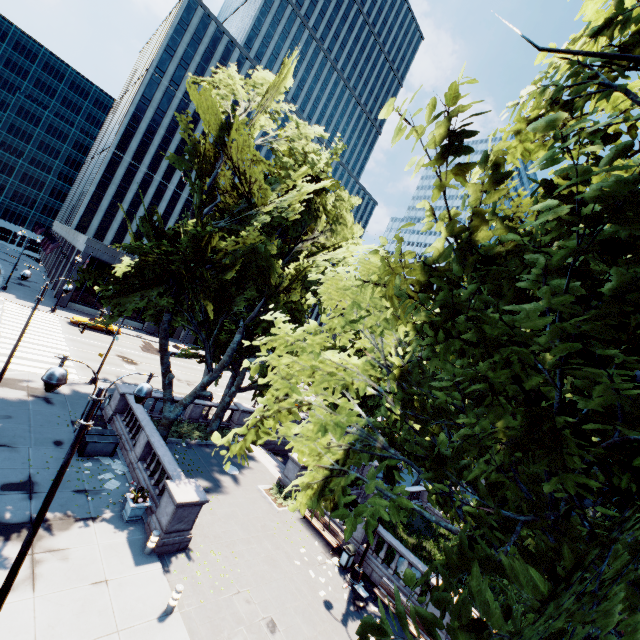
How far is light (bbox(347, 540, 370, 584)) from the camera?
15.75m

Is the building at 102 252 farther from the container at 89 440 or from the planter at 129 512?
the planter at 129 512

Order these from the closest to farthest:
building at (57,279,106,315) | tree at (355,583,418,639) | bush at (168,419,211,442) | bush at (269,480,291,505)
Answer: tree at (355,583,418,639) → bush at (269,480,291,505) → bush at (168,419,211,442) → building at (57,279,106,315)

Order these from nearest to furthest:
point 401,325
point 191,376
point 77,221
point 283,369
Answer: point 401,325
point 283,369
point 191,376
point 77,221

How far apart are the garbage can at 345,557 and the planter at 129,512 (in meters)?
9.78

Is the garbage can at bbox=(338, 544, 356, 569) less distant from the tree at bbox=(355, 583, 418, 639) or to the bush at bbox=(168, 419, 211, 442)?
the tree at bbox=(355, 583, 418, 639)

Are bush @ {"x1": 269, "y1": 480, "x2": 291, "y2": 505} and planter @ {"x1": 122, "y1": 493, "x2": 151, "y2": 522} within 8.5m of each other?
yes

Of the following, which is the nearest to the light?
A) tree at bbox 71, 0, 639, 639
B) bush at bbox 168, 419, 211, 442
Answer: tree at bbox 71, 0, 639, 639
